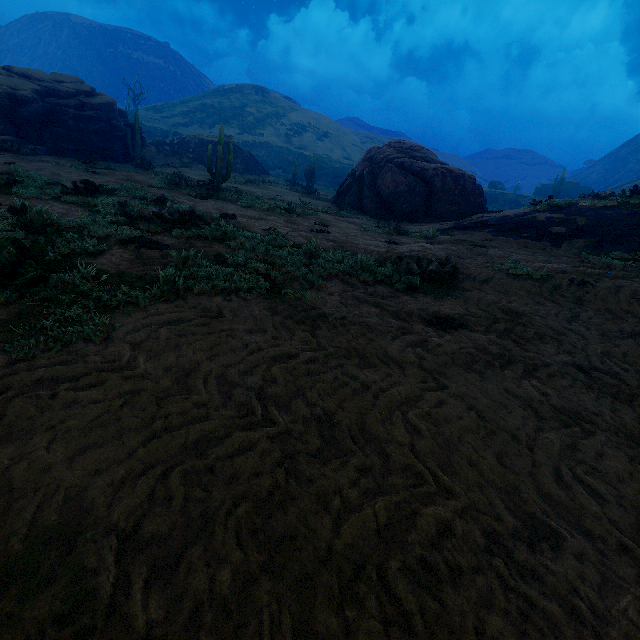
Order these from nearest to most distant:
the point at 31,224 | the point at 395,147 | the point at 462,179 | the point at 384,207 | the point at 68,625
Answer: the point at 68,625, the point at 31,224, the point at 462,179, the point at 384,207, the point at 395,147

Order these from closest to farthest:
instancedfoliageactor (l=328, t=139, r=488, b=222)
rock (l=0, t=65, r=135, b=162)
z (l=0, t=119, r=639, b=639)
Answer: z (l=0, t=119, r=639, b=639), instancedfoliageactor (l=328, t=139, r=488, b=222), rock (l=0, t=65, r=135, b=162)

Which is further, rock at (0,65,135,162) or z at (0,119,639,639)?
rock at (0,65,135,162)

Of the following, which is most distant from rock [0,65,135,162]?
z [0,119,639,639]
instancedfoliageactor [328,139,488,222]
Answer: z [0,119,639,639]

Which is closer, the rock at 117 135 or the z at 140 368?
the z at 140 368

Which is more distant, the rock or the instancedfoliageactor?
the rock

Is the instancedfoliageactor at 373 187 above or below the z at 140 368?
above

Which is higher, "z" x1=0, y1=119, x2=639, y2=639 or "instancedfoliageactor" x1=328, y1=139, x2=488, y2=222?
"instancedfoliageactor" x1=328, y1=139, x2=488, y2=222
